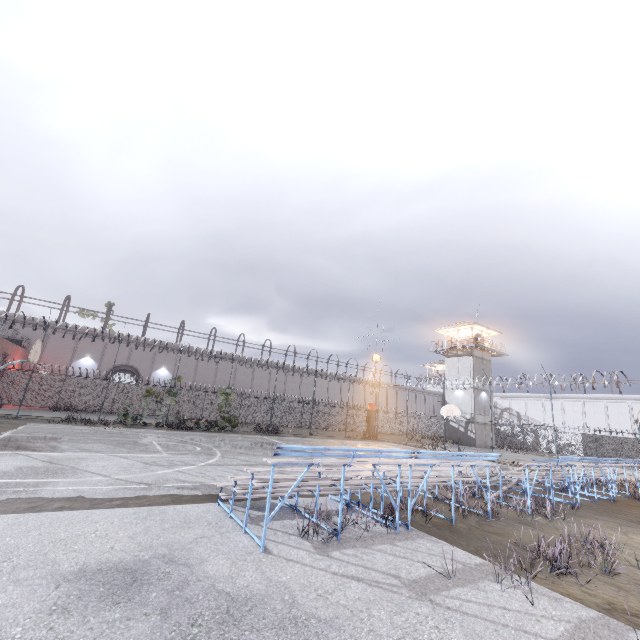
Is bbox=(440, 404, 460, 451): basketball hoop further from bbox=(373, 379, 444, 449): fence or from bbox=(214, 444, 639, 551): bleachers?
bbox=(214, 444, 639, 551): bleachers

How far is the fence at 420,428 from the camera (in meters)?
32.29

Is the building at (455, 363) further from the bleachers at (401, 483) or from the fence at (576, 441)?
the bleachers at (401, 483)

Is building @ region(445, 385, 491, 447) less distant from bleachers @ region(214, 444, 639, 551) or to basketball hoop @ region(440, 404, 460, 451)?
basketball hoop @ region(440, 404, 460, 451)

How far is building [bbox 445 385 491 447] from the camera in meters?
37.9 m

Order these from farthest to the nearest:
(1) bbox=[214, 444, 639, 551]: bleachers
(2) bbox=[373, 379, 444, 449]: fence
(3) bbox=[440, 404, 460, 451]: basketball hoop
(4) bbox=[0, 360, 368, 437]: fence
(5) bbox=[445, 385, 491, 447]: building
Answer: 1. (5) bbox=[445, 385, 491, 447]: building
2. (2) bbox=[373, 379, 444, 449]: fence
3. (4) bbox=[0, 360, 368, 437]: fence
4. (3) bbox=[440, 404, 460, 451]: basketball hoop
5. (1) bbox=[214, 444, 639, 551]: bleachers

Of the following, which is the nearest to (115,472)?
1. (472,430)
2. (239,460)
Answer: (239,460)

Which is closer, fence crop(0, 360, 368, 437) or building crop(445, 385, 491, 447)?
fence crop(0, 360, 368, 437)
